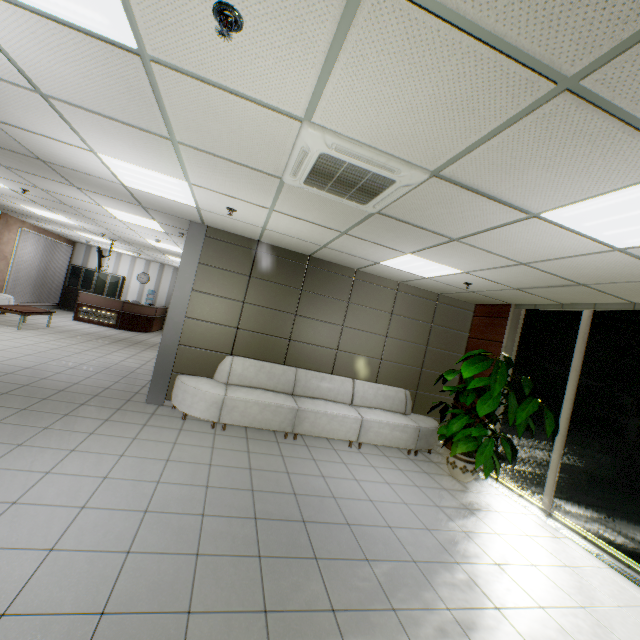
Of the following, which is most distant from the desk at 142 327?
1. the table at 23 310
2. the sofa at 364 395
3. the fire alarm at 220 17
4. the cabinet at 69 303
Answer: the fire alarm at 220 17

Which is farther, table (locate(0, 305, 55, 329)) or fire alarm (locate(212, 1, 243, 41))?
table (locate(0, 305, 55, 329))

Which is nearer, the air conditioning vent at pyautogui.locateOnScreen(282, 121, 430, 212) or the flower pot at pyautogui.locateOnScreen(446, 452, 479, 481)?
the air conditioning vent at pyautogui.locateOnScreen(282, 121, 430, 212)

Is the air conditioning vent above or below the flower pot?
above

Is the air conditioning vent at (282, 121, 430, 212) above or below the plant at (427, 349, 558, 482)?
above

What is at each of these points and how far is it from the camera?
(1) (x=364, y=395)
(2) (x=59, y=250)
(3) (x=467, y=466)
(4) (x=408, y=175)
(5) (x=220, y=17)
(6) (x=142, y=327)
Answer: (1) sofa, 6.4 meters
(2) blinds, 14.0 meters
(3) flower pot, 5.2 meters
(4) air conditioning vent, 2.4 meters
(5) fire alarm, 1.5 meters
(6) desk, 13.6 meters

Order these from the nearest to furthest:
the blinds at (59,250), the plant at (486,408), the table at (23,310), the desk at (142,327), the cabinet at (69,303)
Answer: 1. the plant at (486,408)
2. the table at (23,310)
3. the blinds at (59,250)
4. the desk at (142,327)
5. the cabinet at (69,303)

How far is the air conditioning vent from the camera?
2.2m
